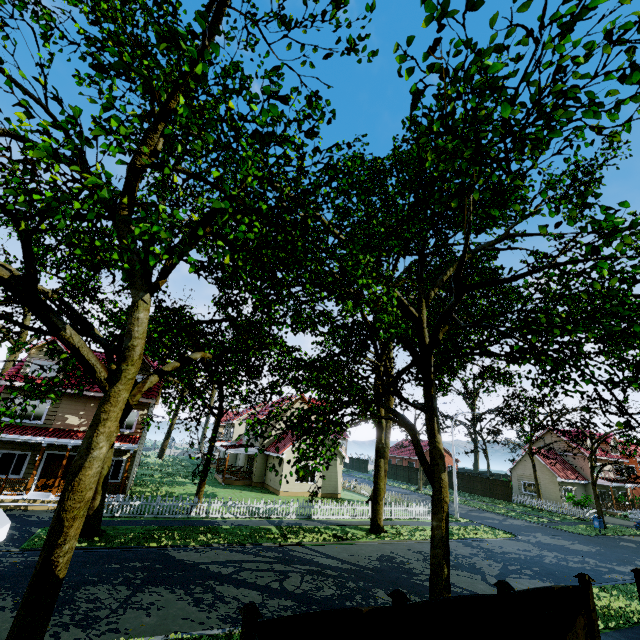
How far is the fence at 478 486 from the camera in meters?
42.1 m

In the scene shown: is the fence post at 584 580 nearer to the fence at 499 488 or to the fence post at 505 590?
the fence at 499 488

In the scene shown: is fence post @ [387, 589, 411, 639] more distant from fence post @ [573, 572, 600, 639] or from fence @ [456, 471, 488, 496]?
fence post @ [573, 572, 600, 639]

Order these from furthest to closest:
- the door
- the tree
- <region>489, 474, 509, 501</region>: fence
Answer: <region>489, 474, 509, 501</region>: fence → the door → the tree

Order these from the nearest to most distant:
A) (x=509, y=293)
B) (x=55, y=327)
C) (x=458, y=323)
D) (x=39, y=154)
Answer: (x=39, y=154)
(x=55, y=327)
(x=458, y=323)
(x=509, y=293)

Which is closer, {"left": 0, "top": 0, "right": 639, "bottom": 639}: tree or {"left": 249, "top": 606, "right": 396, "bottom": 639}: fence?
{"left": 0, "top": 0, "right": 639, "bottom": 639}: tree

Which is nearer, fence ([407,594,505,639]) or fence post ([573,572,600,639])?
fence ([407,594,505,639])

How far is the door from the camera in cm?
1880
